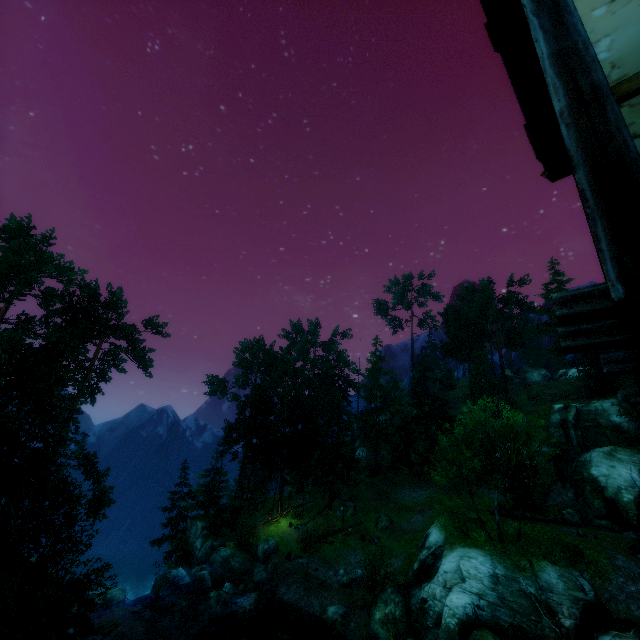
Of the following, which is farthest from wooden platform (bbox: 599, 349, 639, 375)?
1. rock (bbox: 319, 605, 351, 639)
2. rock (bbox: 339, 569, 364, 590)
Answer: rock (bbox: 339, 569, 364, 590)

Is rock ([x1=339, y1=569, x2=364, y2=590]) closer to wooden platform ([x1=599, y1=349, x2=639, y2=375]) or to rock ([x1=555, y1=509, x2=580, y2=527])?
rock ([x1=555, y1=509, x2=580, y2=527])

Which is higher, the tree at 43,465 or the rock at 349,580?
the tree at 43,465

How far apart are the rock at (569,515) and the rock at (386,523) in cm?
1564

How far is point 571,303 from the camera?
1.92m

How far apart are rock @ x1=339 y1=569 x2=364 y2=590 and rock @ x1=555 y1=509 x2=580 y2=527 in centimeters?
2032cm

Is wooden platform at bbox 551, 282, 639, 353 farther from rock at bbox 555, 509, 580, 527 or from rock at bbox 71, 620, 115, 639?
rock at bbox 555, 509, 580, 527

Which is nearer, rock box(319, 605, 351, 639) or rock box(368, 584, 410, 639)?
rock box(368, 584, 410, 639)
